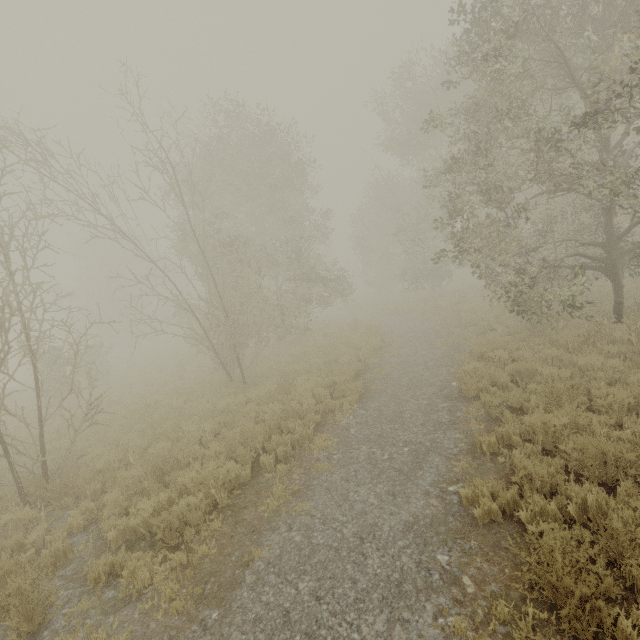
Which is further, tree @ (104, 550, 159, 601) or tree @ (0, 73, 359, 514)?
tree @ (0, 73, 359, 514)

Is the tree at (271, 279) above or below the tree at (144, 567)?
above

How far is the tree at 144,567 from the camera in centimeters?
463cm

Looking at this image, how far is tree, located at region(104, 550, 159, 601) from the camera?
4.6m

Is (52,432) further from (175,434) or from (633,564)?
(633,564)

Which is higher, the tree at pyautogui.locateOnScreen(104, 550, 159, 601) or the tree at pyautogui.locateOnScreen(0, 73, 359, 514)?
the tree at pyautogui.locateOnScreen(0, 73, 359, 514)
